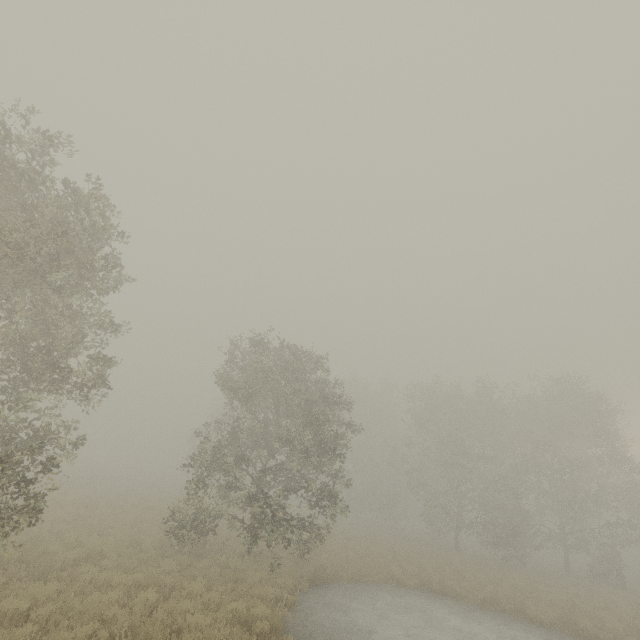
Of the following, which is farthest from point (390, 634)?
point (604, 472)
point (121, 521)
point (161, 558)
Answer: point (604, 472)
